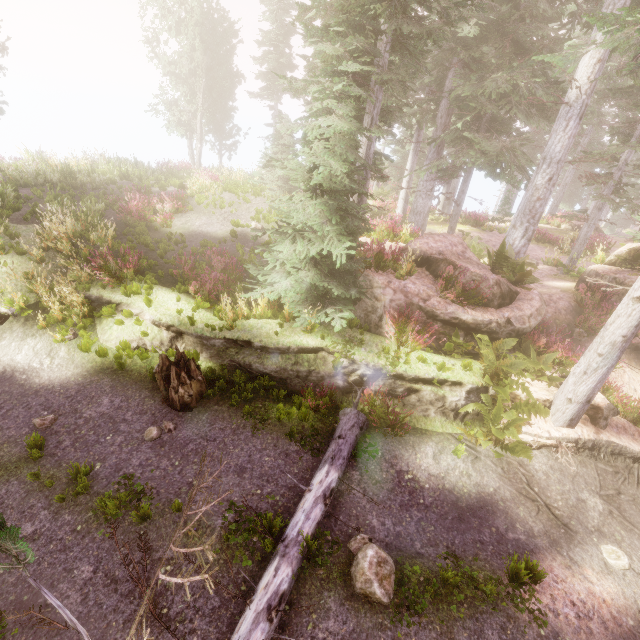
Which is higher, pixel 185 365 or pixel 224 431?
pixel 185 365

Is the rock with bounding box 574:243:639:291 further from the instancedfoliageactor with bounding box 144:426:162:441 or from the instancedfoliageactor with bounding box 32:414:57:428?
the instancedfoliageactor with bounding box 32:414:57:428

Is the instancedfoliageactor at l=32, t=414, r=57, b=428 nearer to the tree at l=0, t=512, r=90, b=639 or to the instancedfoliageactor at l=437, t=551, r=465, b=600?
the instancedfoliageactor at l=437, t=551, r=465, b=600

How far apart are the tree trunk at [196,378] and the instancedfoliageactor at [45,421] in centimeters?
226cm

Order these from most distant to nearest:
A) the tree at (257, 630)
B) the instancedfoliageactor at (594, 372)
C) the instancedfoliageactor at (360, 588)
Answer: the instancedfoliageactor at (594, 372), the instancedfoliageactor at (360, 588), the tree at (257, 630)

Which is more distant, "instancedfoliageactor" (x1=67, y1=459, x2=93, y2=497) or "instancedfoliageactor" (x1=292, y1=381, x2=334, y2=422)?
"instancedfoliageactor" (x1=292, y1=381, x2=334, y2=422)

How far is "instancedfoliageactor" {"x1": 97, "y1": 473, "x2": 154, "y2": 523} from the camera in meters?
5.6 m

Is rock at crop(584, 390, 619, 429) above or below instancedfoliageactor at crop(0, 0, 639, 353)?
below
